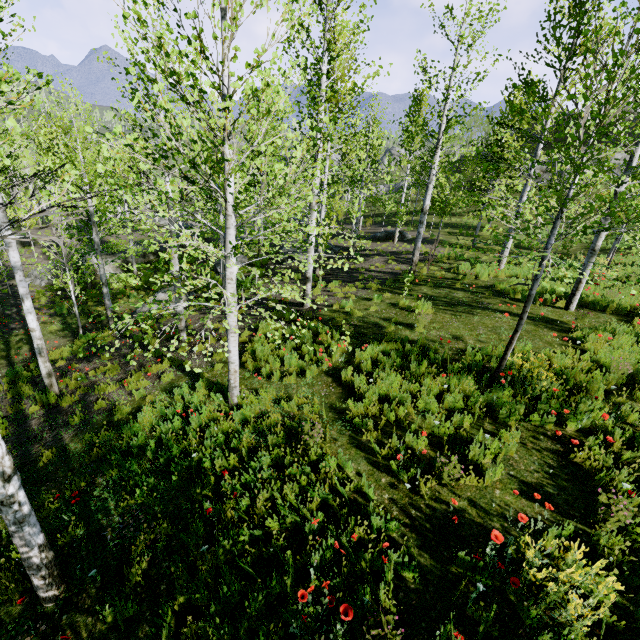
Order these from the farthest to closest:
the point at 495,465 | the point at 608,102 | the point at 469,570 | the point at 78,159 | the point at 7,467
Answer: the point at 78,159
the point at 495,465
the point at 608,102
the point at 469,570
the point at 7,467

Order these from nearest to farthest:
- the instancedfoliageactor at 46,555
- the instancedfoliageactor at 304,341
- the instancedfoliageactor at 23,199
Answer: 1. the instancedfoliageactor at 46,555
2. the instancedfoliageactor at 23,199
3. the instancedfoliageactor at 304,341

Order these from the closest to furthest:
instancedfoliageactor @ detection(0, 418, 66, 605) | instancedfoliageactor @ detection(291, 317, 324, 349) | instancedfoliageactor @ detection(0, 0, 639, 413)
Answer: instancedfoliageactor @ detection(0, 418, 66, 605) < instancedfoliageactor @ detection(0, 0, 639, 413) < instancedfoliageactor @ detection(291, 317, 324, 349)

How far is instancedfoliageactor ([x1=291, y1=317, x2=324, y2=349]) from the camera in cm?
626

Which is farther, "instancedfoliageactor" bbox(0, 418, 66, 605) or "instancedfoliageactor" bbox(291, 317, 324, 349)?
"instancedfoliageactor" bbox(291, 317, 324, 349)

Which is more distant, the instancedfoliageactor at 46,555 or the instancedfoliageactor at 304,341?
the instancedfoliageactor at 304,341

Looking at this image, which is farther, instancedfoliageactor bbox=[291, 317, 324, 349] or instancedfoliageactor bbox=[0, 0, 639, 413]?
instancedfoliageactor bbox=[291, 317, 324, 349]
